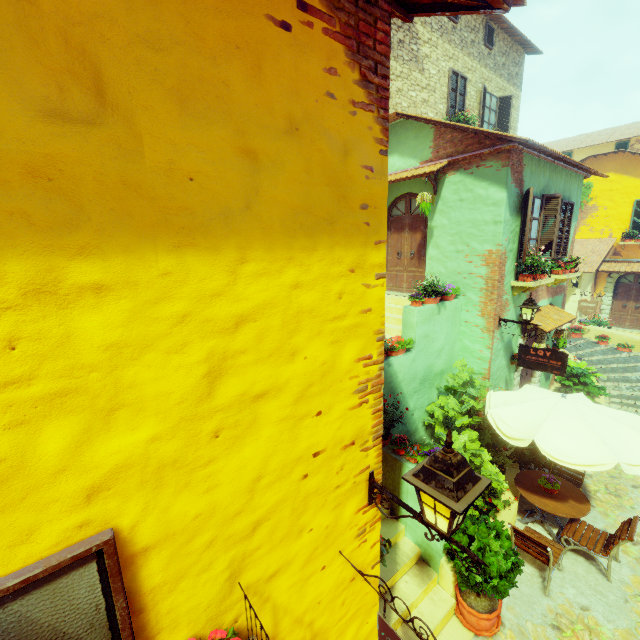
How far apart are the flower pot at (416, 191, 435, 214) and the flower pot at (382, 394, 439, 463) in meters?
5.4 m

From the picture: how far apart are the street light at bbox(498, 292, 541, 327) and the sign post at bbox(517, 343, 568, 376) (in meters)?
0.16

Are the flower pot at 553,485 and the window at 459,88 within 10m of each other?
no

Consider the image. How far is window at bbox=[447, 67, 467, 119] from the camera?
10.91m

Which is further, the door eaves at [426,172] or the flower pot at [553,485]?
the door eaves at [426,172]

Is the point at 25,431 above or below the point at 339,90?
below

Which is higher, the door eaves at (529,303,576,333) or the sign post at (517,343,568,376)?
the door eaves at (529,303,576,333)

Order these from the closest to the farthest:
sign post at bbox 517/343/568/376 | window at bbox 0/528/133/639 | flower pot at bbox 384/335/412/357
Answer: window at bbox 0/528/133/639
flower pot at bbox 384/335/412/357
sign post at bbox 517/343/568/376
